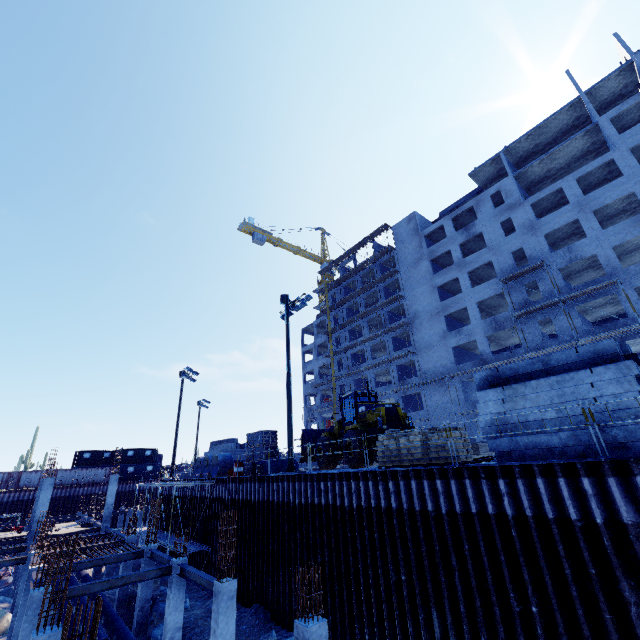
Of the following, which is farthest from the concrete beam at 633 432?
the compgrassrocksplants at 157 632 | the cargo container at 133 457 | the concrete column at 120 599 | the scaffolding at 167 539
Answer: the cargo container at 133 457

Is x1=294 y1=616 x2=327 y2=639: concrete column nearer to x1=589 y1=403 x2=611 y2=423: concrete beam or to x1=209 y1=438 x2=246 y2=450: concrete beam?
x1=589 y1=403 x2=611 y2=423: concrete beam

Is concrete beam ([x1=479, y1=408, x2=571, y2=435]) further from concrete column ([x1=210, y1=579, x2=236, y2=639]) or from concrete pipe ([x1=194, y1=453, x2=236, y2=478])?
concrete pipe ([x1=194, y1=453, x2=236, y2=478])

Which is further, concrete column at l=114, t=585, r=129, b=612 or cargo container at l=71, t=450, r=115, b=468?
cargo container at l=71, t=450, r=115, b=468

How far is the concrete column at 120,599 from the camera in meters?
20.0

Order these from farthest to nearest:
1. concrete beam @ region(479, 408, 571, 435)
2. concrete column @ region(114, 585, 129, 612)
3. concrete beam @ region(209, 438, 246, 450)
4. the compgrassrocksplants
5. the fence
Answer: the fence, concrete beam @ region(209, 438, 246, 450), concrete column @ region(114, 585, 129, 612), the compgrassrocksplants, concrete beam @ region(479, 408, 571, 435)

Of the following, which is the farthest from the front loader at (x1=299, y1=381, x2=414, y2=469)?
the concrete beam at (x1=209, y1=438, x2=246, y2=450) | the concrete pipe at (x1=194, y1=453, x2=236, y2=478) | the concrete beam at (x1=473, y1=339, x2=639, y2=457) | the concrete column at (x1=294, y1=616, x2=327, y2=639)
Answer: the concrete beam at (x1=209, y1=438, x2=246, y2=450)

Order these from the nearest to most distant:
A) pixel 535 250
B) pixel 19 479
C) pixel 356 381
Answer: pixel 535 250 → pixel 19 479 → pixel 356 381
